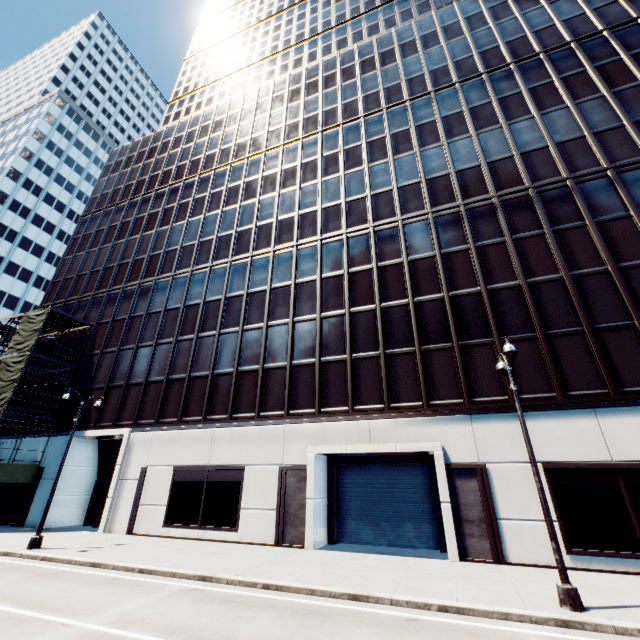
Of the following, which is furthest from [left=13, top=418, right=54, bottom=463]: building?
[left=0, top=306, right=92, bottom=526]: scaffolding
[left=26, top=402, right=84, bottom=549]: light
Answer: [left=26, top=402, right=84, bottom=549]: light

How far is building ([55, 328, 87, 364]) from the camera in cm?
2866

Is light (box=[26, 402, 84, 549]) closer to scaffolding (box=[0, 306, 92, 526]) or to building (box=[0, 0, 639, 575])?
building (box=[0, 0, 639, 575])

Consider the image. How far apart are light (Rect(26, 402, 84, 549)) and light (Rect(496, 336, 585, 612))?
21.00m

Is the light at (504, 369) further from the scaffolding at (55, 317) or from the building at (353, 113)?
the scaffolding at (55, 317)

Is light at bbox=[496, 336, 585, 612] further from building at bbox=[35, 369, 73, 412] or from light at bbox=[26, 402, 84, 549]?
light at bbox=[26, 402, 84, 549]

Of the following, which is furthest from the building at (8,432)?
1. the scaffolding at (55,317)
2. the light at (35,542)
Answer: the light at (35,542)

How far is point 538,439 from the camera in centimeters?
1430cm
